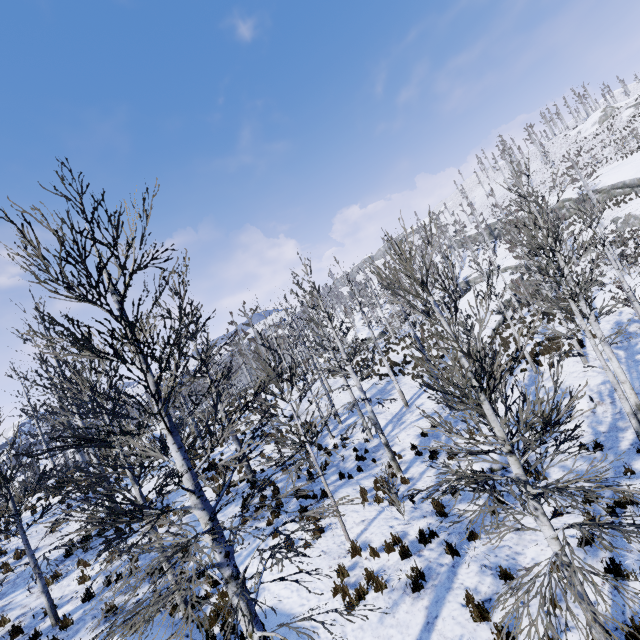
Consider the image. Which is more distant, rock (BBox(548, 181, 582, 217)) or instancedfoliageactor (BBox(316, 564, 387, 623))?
rock (BBox(548, 181, 582, 217))

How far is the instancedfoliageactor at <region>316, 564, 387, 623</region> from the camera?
3.8 meters

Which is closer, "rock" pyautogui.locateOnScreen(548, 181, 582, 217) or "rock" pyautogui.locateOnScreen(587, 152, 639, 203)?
"rock" pyautogui.locateOnScreen(587, 152, 639, 203)

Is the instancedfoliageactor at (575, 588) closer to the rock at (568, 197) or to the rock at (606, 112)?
the rock at (568, 197)

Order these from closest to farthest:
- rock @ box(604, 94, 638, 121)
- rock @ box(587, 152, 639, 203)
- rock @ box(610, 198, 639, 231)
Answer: rock @ box(610, 198, 639, 231)
rock @ box(587, 152, 639, 203)
rock @ box(604, 94, 638, 121)

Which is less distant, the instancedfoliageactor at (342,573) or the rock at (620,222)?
the instancedfoliageactor at (342,573)

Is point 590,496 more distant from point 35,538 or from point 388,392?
point 35,538
